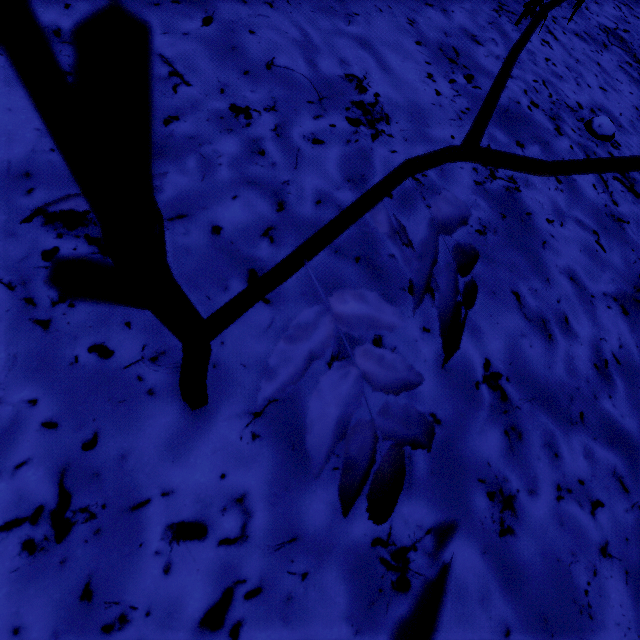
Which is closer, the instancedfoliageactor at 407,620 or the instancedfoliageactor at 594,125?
the instancedfoliageactor at 407,620

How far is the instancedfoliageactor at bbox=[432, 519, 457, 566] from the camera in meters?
0.1

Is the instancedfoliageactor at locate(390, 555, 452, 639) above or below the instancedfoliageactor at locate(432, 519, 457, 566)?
below

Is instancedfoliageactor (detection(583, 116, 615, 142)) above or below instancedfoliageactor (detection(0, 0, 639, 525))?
below

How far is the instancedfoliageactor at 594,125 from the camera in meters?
1.4

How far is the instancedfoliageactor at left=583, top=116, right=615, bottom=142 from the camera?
1.41m

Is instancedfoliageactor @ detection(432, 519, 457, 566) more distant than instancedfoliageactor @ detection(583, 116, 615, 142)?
No

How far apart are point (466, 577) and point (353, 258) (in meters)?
0.71
